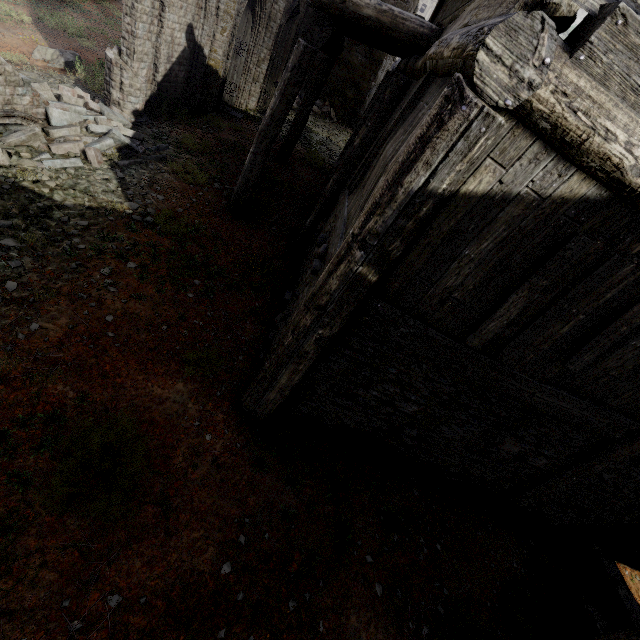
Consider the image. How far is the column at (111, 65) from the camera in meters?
8.3 m

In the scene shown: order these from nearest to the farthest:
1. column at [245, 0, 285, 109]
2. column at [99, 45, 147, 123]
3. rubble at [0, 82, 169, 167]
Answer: rubble at [0, 82, 169, 167] → column at [99, 45, 147, 123] → column at [245, 0, 285, 109]

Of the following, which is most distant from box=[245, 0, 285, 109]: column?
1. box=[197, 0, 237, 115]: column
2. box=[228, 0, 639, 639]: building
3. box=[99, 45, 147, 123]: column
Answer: box=[228, 0, 639, 639]: building

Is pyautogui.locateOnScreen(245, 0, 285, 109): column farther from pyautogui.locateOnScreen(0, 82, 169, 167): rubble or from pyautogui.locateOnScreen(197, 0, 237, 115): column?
pyautogui.locateOnScreen(0, 82, 169, 167): rubble

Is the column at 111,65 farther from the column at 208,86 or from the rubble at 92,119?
the column at 208,86

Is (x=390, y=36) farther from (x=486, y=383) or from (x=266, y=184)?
(x=486, y=383)

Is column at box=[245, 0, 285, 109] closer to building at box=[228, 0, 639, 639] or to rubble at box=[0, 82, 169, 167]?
rubble at box=[0, 82, 169, 167]

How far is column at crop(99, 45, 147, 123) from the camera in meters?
8.3
